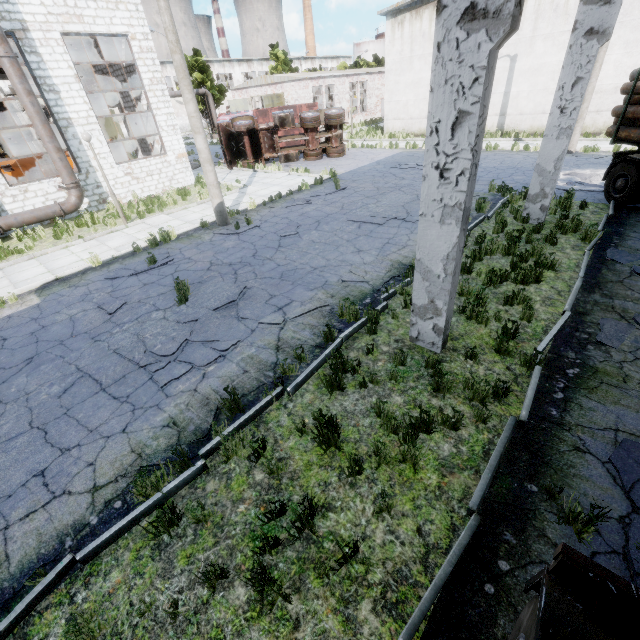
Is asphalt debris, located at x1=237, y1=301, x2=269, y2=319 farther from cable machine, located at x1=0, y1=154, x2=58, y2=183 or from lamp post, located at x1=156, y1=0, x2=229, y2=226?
cable machine, located at x1=0, y1=154, x2=58, y2=183

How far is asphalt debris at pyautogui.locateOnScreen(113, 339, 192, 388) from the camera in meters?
5.7

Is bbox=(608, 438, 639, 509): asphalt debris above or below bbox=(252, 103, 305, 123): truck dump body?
below

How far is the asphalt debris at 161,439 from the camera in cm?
430

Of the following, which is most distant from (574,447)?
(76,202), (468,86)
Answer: (76,202)

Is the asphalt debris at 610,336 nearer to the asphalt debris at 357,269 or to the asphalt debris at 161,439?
the asphalt debris at 357,269

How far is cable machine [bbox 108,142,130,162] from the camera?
18.33m

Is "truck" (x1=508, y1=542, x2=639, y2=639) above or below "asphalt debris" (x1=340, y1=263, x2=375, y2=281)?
above
